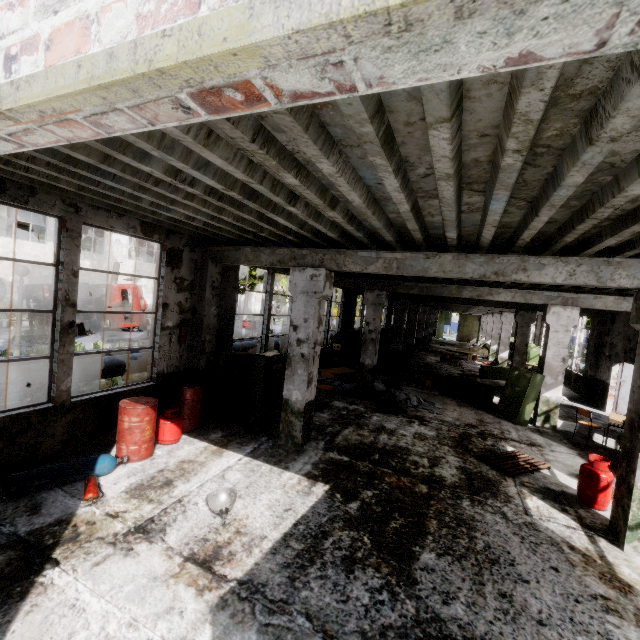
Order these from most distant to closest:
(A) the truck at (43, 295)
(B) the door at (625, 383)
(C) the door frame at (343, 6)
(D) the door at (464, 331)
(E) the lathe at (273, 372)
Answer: (D) the door at (464, 331)
(A) the truck at (43, 295)
(B) the door at (625, 383)
(E) the lathe at (273, 372)
(C) the door frame at (343, 6)

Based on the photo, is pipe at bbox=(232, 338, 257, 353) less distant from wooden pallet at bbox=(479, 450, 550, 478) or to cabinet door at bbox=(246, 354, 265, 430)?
cabinet door at bbox=(246, 354, 265, 430)

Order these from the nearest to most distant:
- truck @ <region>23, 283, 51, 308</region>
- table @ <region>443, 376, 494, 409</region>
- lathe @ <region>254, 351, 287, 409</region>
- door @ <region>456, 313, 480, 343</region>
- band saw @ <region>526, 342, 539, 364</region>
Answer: lathe @ <region>254, 351, 287, 409</region> → table @ <region>443, 376, 494, 409</region> → truck @ <region>23, 283, 51, 308</region> → band saw @ <region>526, 342, 539, 364</region> → door @ <region>456, 313, 480, 343</region>

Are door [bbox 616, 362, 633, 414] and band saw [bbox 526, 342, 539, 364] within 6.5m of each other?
no

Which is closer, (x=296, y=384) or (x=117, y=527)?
(x=117, y=527)

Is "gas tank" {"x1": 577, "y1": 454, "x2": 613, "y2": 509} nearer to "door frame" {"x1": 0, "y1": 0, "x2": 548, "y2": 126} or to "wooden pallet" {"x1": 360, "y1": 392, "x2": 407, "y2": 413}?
"wooden pallet" {"x1": 360, "y1": 392, "x2": 407, "y2": 413}

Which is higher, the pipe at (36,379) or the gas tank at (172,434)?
the pipe at (36,379)

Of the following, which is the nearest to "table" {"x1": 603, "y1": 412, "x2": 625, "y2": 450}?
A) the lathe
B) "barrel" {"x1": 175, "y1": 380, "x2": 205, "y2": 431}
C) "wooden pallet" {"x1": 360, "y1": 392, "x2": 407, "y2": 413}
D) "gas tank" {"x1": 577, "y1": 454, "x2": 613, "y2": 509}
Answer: "gas tank" {"x1": 577, "y1": 454, "x2": 613, "y2": 509}
